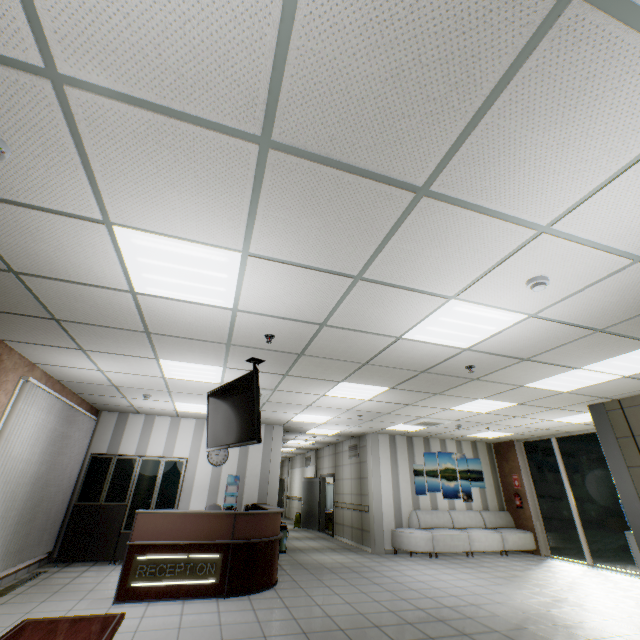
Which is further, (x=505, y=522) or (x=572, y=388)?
(x=505, y=522)

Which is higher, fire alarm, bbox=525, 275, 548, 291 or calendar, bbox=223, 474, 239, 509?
fire alarm, bbox=525, 275, 548, 291

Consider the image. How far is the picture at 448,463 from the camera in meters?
10.6 m

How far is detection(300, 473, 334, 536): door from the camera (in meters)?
13.53

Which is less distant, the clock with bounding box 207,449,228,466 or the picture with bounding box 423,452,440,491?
the clock with bounding box 207,449,228,466

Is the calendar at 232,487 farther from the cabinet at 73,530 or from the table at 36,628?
the table at 36,628

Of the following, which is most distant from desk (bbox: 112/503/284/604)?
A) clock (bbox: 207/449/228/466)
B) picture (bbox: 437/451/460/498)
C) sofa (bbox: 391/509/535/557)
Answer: picture (bbox: 437/451/460/498)

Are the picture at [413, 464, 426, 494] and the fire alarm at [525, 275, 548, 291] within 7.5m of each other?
no
